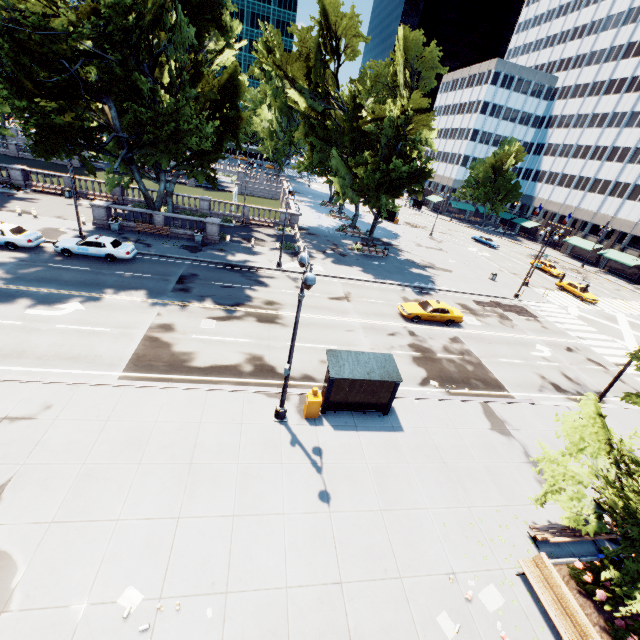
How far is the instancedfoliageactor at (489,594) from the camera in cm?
939

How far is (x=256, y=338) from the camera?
19.4 meters

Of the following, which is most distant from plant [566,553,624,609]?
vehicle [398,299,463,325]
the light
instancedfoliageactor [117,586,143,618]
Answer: vehicle [398,299,463,325]

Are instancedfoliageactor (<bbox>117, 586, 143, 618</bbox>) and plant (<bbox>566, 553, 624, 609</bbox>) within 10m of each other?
no

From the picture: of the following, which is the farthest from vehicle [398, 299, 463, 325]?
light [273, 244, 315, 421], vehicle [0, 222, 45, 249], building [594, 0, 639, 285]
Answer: building [594, 0, 639, 285]

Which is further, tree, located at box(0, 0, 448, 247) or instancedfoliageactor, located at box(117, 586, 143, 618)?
tree, located at box(0, 0, 448, 247)

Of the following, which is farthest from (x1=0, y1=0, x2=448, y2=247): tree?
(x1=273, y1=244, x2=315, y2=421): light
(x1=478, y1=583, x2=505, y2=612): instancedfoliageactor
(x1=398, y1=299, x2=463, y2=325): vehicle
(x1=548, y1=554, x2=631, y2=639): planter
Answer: (x1=398, y1=299, x2=463, y2=325): vehicle

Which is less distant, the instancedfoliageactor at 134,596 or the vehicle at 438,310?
the instancedfoliageactor at 134,596
